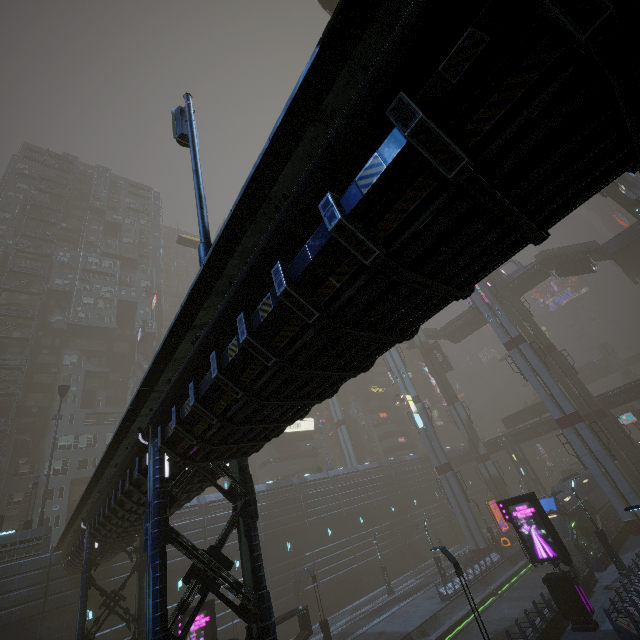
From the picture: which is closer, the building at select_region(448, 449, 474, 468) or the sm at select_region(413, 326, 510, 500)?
the sm at select_region(413, 326, 510, 500)

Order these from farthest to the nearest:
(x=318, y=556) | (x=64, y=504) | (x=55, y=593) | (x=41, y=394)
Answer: (x=41, y=394) → (x=64, y=504) → (x=318, y=556) → (x=55, y=593)

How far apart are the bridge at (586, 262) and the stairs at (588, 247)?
0.0 meters

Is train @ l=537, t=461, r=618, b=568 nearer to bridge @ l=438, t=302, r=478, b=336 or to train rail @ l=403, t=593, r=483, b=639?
train rail @ l=403, t=593, r=483, b=639

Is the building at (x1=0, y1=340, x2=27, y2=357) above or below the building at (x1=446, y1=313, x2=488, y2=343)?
above

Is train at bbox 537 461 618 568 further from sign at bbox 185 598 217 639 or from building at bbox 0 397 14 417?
sign at bbox 185 598 217 639

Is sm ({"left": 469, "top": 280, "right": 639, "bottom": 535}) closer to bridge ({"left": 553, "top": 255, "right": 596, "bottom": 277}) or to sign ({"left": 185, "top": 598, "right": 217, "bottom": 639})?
bridge ({"left": 553, "top": 255, "right": 596, "bottom": 277})

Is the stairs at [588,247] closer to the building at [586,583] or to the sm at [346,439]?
the building at [586,583]
